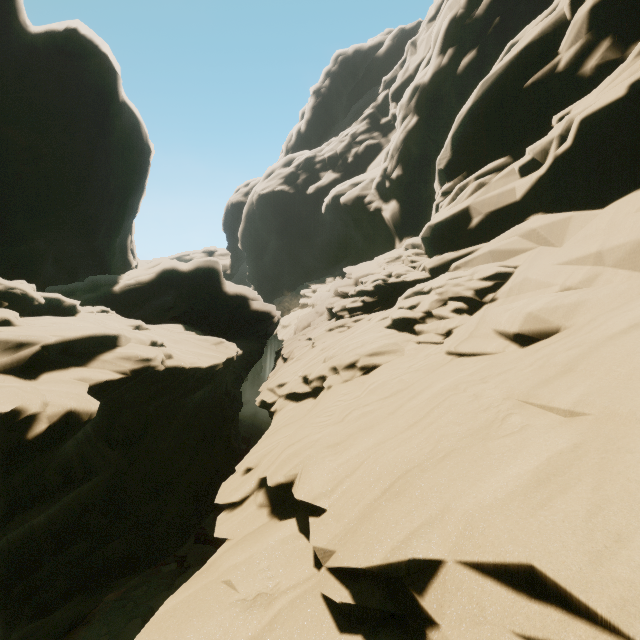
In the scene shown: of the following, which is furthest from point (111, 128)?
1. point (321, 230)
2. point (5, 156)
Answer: point (321, 230)
